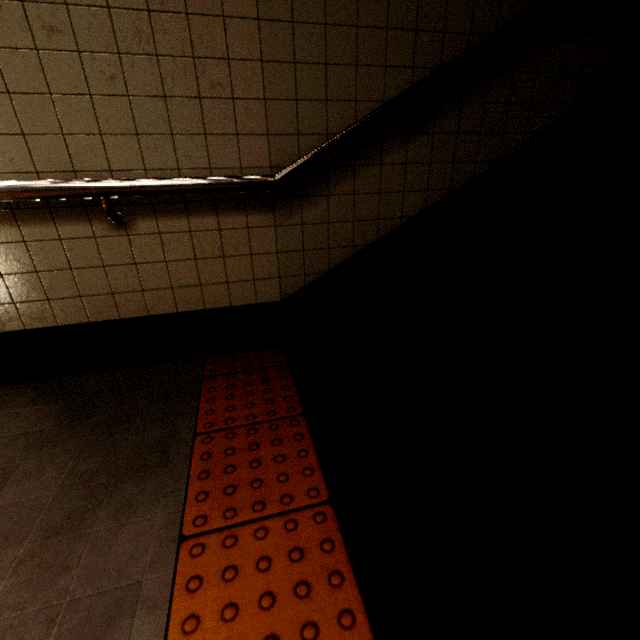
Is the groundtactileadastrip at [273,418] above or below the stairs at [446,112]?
below

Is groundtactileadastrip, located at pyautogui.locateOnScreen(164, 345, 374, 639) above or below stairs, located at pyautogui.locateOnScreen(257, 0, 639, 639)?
below

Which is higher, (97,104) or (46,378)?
(97,104)
